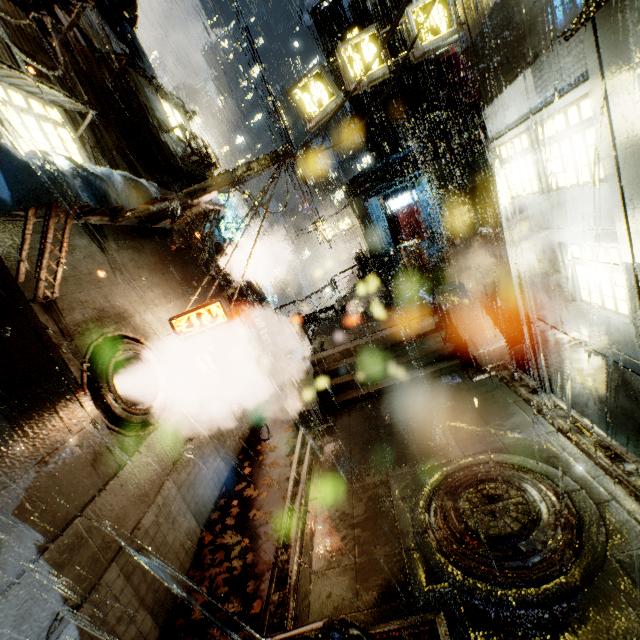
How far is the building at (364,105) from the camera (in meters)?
31.72

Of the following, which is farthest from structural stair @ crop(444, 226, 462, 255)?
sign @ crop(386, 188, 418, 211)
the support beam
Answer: sign @ crop(386, 188, 418, 211)

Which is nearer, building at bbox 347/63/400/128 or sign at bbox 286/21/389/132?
sign at bbox 286/21/389/132

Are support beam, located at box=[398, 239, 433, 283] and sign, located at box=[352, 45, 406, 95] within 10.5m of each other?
yes

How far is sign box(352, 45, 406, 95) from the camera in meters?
10.0

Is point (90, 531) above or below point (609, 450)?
above

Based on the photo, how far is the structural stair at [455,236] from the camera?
17.72m

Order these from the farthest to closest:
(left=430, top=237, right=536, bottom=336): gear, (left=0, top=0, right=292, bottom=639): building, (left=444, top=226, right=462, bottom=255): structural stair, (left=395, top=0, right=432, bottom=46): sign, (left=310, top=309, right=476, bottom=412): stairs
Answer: (left=444, top=226, right=462, bottom=255): structural stair
(left=430, top=237, right=536, bottom=336): gear
(left=310, top=309, right=476, bottom=412): stairs
(left=395, top=0, right=432, bottom=46): sign
(left=0, top=0, right=292, bottom=639): building
